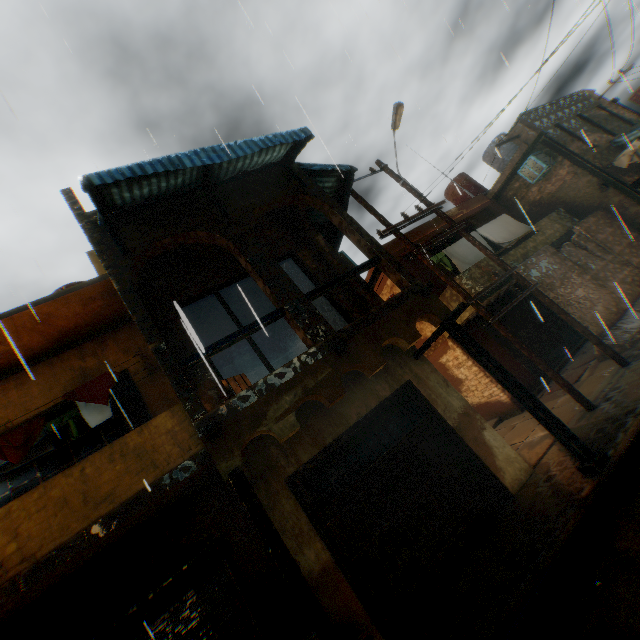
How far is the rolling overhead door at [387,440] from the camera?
6.6m

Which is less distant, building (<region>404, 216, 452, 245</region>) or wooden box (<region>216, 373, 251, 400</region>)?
wooden box (<region>216, 373, 251, 400</region>)

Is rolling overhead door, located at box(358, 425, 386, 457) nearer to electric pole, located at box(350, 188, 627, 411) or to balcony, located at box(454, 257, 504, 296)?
balcony, located at box(454, 257, 504, 296)

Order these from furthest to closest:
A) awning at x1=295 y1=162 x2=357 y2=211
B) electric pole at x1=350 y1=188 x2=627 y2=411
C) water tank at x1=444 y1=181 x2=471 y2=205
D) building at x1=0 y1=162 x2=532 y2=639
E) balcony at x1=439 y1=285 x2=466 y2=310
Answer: water tank at x1=444 y1=181 x2=471 y2=205
balcony at x1=439 y1=285 x2=466 y2=310
awning at x1=295 y1=162 x2=357 y2=211
electric pole at x1=350 y1=188 x2=627 y2=411
building at x1=0 y1=162 x2=532 y2=639

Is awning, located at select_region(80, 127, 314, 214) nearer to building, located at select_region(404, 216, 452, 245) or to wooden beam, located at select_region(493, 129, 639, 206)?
building, located at select_region(404, 216, 452, 245)

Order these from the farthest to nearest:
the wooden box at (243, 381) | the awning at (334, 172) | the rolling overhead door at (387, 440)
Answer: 1. the awning at (334, 172)
2. the rolling overhead door at (387, 440)
3. the wooden box at (243, 381)

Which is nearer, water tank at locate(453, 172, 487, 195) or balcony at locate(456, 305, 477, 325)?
balcony at locate(456, 305, 477, 325)

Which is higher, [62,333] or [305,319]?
[62,333]
